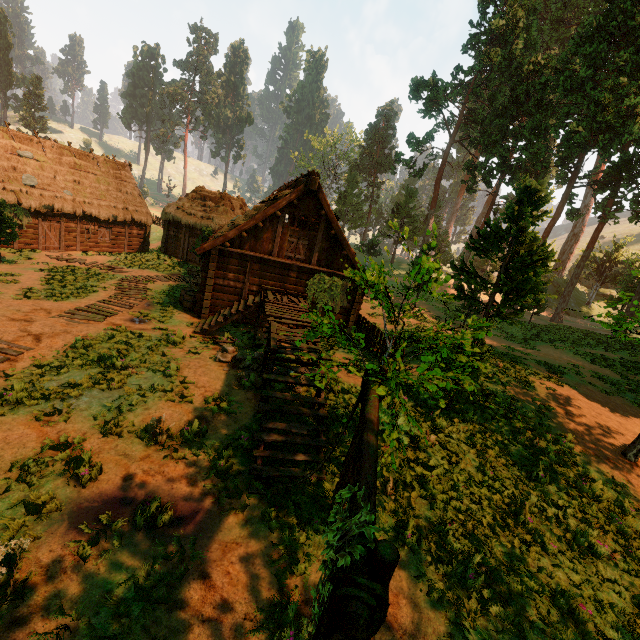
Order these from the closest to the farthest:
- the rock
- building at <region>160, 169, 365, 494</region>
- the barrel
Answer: building at <region>160, 169, 365, 494</region> → the rock → the barrel

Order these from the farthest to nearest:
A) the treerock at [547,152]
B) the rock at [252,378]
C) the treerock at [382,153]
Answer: the treerock at [382,153], the rock at [252,378], the treerock at [547,152]

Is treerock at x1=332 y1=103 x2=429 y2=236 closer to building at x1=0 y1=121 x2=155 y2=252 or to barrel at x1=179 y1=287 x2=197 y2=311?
building at x1=0 y1=121 x2=155 y2=252

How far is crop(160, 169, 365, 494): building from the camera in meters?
7.8 m

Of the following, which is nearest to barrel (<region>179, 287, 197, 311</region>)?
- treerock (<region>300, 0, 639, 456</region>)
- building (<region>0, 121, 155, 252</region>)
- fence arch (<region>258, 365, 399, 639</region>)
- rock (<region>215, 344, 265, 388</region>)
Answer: building (<region>0, 121, 155, 252</region>)

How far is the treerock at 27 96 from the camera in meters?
58.4 m

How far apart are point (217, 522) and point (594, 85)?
38.4 meters

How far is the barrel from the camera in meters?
16.3
